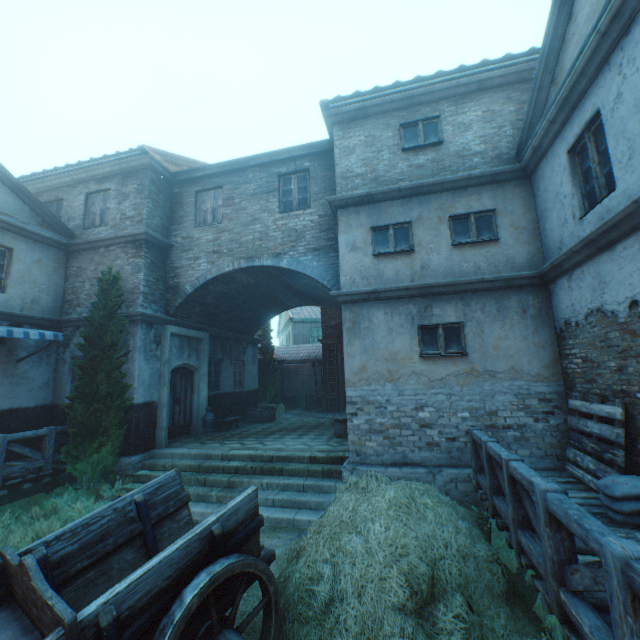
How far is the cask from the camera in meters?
14.0

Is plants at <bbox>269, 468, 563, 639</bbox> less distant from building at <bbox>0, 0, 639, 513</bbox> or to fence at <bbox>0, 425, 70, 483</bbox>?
building at <bbox>0, 0, 639, 513</bbox>

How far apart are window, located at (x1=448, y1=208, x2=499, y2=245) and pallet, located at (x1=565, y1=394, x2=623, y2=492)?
3.5 meters

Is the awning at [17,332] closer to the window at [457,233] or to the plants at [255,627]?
the plants at [255,627]

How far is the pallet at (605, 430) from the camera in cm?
464

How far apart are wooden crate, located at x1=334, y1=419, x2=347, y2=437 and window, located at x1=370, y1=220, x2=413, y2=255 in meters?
5.1

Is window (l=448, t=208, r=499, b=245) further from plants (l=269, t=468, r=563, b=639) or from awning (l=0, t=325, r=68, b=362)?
awning (l=0, t=325, r=68, b=362)

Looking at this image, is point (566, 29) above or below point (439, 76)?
below
